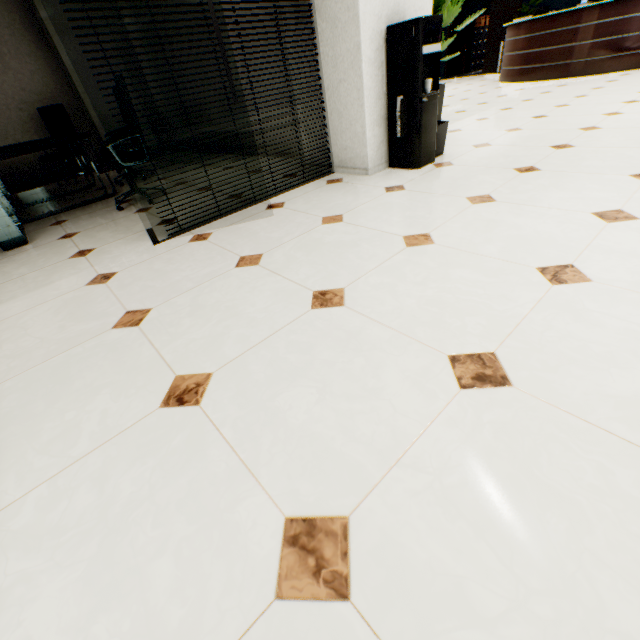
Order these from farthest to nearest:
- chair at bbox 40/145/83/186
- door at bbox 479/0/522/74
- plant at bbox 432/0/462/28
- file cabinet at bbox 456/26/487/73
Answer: file cabinet at bbox 456/26/487/73 → door at bbox 479/0/522/74 → chair at bbox 40/145/83/186 → plant at bbox 432/0/462/28

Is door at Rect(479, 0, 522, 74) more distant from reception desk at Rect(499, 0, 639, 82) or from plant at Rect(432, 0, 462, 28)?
plant at Rect(432, 0, 462, 28)

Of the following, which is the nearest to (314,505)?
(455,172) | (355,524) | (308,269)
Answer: (355,524)

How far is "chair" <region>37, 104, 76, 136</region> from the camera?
5.6 meters

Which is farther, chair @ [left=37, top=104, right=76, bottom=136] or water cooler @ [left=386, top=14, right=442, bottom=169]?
chair @ [left=37, top=104, right=76, bottom=136]

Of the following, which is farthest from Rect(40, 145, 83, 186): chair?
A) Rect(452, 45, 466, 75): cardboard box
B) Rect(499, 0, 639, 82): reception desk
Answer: Rect(452, 45, 466, 75): cardboard box

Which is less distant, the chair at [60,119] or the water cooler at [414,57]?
the water cooler at [414,57]

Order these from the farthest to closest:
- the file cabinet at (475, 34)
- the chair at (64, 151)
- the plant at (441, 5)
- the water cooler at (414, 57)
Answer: the file cabinet at (475, 34) → the chair at (64, 151) → the plant at (441, 5) → the water cooler at (414, 57)
